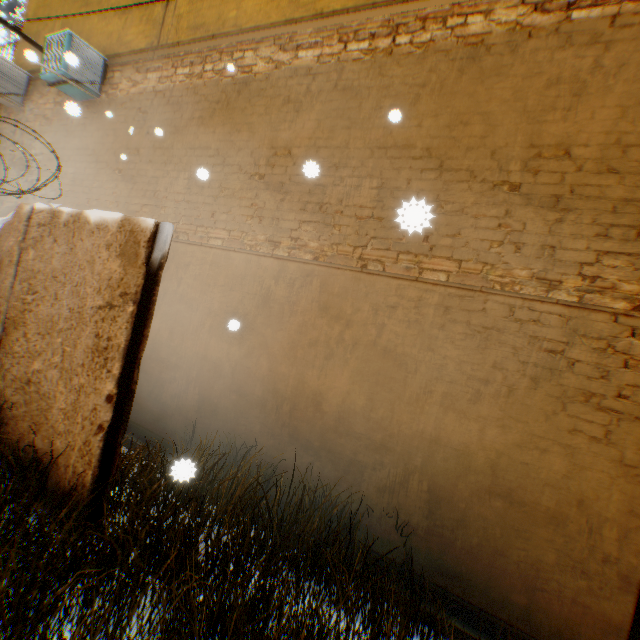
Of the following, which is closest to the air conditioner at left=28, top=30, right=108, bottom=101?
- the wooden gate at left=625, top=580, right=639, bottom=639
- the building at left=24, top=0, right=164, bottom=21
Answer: the building at left=24, top=0, right=164, bottom=21

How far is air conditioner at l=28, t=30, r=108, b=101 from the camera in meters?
6.1 m

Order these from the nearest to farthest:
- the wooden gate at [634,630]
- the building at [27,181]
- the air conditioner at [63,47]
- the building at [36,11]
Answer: the wooden gate at [634,630] < the air conditioner at [63,47] < the building at [36,11] < the building at [27,181]

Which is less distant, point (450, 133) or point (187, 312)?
point (450, 133)

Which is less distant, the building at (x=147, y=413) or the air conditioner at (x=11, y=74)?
the building at (x=147, y=413)

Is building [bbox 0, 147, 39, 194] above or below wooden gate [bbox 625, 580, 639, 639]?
above

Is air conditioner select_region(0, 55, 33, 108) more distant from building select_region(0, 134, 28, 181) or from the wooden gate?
the wooden gate
